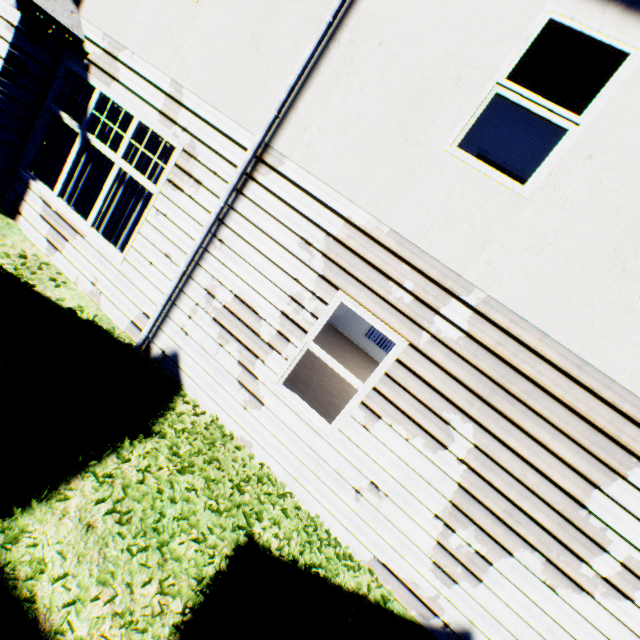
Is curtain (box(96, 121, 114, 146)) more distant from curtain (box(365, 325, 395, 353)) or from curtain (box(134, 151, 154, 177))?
curtain (box(365, 325, 395, 353))

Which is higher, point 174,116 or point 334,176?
point 334,176

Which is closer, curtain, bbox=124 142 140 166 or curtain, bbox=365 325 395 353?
curtain, bbox=124 142 140 166

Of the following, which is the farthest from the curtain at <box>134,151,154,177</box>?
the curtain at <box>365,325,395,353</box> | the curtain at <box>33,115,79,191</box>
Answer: the curtain at <box>365,325,395,353</box>

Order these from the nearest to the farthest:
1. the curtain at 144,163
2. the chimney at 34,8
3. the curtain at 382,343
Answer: the chimney at 34,8, the curtain at 144,163, the curtain at 382,343

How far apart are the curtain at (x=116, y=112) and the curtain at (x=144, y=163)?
0.13m

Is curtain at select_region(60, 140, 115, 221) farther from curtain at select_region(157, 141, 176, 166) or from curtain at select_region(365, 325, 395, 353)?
curtain at select_region(365, 325, 395, 353)

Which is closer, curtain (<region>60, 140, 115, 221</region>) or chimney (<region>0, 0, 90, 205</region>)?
chimney (<region>0, 0, 90, 205</region>)
